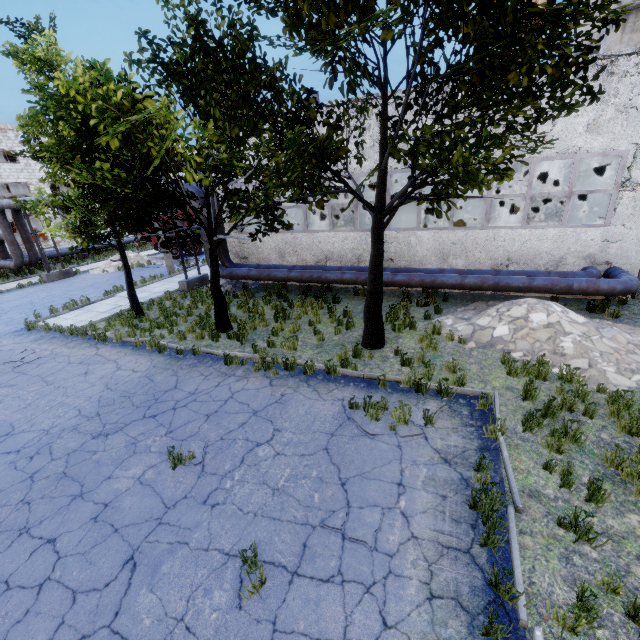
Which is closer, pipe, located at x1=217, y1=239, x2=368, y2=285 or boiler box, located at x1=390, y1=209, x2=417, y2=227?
pipe, located at x1=217, y1=239, x2=368, y2=285

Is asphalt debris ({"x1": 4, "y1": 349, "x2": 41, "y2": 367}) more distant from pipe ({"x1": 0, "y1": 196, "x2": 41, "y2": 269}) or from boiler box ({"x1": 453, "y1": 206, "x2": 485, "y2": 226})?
boiler box ({"x1": 453, "y1": 206, "x2": 485, "y2": 226})

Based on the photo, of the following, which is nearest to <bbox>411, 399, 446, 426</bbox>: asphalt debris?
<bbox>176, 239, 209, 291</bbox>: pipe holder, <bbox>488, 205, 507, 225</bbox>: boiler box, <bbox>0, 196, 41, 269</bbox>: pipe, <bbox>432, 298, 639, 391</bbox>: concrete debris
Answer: <bbox>432, 298, 639, 391</bbox>: concrete debris

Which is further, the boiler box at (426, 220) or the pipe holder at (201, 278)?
the pipe holder at (201, 278)

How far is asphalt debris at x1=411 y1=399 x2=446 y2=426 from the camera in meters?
6.8

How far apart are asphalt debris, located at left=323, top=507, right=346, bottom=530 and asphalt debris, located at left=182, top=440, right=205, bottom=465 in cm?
271

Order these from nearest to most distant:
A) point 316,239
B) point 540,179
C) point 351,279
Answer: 1. point 351,279
2. point 316,239
3. point 540,179

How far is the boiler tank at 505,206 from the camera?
20.8m
